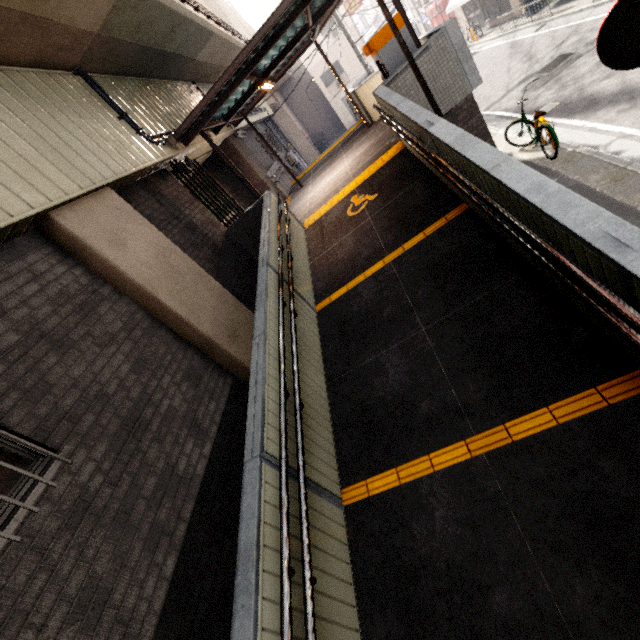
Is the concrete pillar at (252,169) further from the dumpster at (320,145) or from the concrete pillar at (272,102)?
the dumpster at (320,145)

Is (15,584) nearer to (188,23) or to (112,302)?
(112,302)

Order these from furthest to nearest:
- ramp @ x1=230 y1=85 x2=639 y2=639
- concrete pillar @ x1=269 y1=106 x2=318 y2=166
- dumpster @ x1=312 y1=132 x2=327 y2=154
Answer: dumpster @ x1=312 y1=132 x2=327 y2=154
concrete pillar @ x1=269 y1=106 x2=318 y2=166
ramp @ x1=230 y1=85 x2=639 y2=639

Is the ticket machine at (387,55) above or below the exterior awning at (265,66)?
below

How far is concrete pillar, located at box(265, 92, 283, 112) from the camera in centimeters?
2493cm

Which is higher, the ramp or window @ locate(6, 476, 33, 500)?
window @ locate(6, 476, 33, 500)

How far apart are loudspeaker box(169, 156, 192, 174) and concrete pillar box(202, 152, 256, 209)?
4.7 meters

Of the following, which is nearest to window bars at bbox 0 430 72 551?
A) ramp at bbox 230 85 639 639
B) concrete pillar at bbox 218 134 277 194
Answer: ramp at bbox 230 85 639 639
